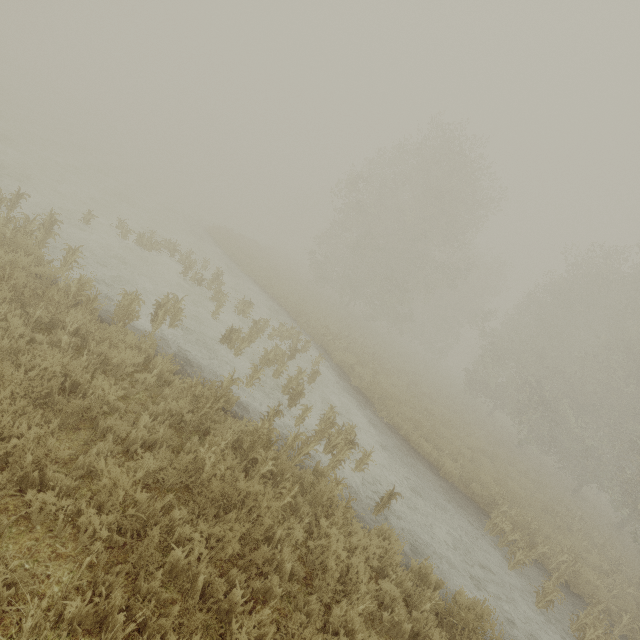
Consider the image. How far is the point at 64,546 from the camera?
3.15m
